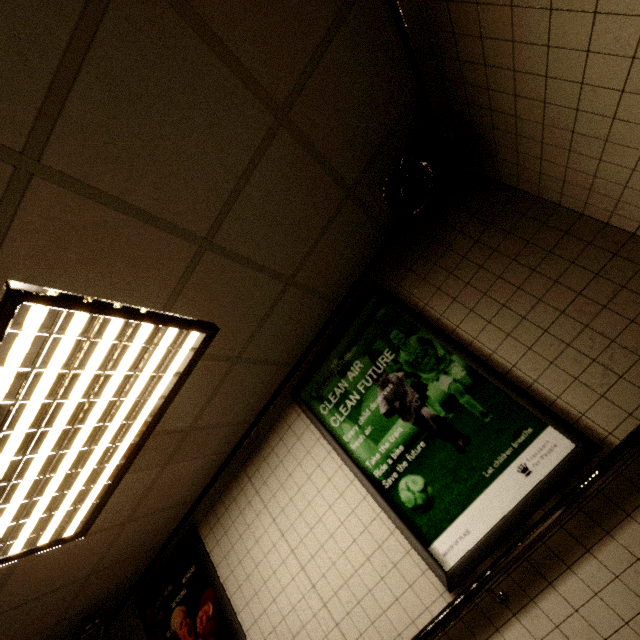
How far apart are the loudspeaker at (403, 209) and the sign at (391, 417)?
0.7m

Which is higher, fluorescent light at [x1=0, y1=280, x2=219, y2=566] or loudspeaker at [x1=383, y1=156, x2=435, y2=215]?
fluorescent light at [x1=0, y1=280, x2=219, y2=566]

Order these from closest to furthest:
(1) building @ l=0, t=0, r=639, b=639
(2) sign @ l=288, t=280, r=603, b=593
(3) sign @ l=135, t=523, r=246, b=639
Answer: (1) building @ l=0, t=0, r=639, b=639, (2) sign @ l=288, t=280, r=603, b=593, (3) sign @ l=135, t=523, r=246, b=639

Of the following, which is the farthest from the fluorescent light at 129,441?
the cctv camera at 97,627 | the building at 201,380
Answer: the cctv camera at 97,627

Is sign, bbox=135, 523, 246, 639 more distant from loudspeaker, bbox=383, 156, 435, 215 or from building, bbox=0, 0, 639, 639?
loudspeaker, bbox=383, 156, 435, 215

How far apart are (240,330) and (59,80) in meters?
1.5 m

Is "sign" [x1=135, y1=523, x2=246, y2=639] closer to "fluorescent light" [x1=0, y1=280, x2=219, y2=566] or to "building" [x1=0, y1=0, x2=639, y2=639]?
"building" [x1=0, y1=0, x2=639, y2=639]

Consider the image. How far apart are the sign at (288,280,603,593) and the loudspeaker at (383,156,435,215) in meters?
0.7 m
